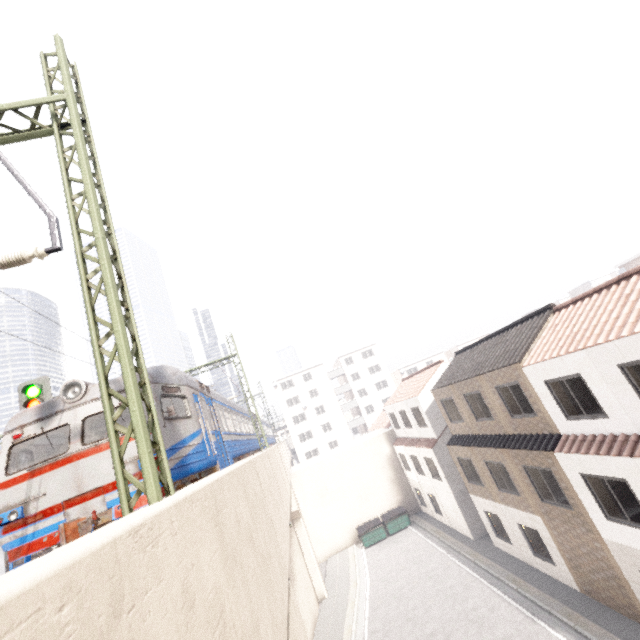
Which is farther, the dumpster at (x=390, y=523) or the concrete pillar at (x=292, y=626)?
the dumpster at (x=390, y=523)

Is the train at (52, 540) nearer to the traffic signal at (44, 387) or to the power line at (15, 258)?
the traffic signal at (44, 387)

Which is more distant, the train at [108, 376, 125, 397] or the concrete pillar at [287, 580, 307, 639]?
the train at [108, 376, 125, 397]

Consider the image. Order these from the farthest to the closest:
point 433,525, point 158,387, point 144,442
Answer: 1. point 433,525
2. point 158,387
3. point 144,442

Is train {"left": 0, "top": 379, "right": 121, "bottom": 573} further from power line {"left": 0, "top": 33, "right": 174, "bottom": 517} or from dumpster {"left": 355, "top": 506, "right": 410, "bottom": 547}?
dumpster {"left": 355, "top": 506, "right": 410, "bottom": 547}

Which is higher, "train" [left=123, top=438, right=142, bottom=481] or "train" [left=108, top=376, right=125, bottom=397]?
"train" [left=108, top=376, right=125, bottom=397]

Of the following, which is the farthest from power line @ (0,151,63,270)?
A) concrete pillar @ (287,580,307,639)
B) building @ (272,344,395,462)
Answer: building @ (272,344,395,462)

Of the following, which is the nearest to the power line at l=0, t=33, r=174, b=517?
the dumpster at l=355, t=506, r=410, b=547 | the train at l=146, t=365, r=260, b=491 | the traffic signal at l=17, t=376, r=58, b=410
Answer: the train at l=146, t=365, r=260, b=491
